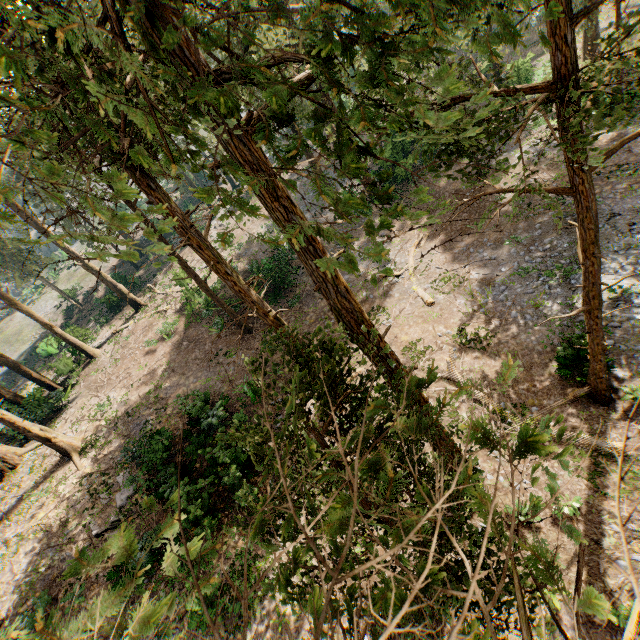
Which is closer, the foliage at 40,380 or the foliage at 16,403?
the foliage at 16,403

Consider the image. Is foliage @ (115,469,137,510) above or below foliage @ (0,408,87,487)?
below

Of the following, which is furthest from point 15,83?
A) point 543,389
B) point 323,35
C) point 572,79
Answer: point 543,389

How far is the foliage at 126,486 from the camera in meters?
15.7 m

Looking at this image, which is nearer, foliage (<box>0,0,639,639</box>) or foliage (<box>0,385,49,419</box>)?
foliage (<box>0,0,639,639</box>)

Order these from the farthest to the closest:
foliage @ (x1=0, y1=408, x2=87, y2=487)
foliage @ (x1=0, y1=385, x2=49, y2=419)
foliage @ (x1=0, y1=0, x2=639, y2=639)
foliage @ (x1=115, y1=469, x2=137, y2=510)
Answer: foliage @ (x1=0, y1=385, x2=49, y2=419) → foliage @ (x1=0, y1=408, x2=87, y2=487) → foliage @ (x1=115, y1=469, x2=137, y2=510) → foliage @ (x1=0, y1=0, x2=639, y2=639)
